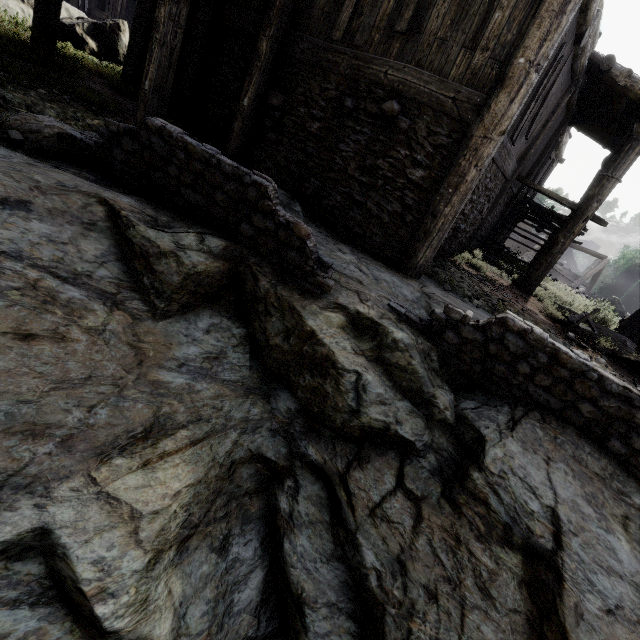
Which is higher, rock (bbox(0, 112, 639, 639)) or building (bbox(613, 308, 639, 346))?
building (bbox(613, 308, 639, 346))

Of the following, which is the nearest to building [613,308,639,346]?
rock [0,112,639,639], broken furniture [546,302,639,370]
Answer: rock [0,112,639,639]

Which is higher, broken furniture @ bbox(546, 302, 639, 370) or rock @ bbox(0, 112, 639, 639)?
broken furniture @ bbox(546, 302, 639, 370)

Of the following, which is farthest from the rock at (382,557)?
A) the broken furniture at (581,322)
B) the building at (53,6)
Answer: the broken furniture at (581,322)

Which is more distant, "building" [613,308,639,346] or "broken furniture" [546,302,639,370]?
"building" [613,308,639,346]

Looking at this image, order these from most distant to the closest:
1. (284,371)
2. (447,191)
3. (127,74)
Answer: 1. (127,74)
2. (447,191)
3. (284,371)
